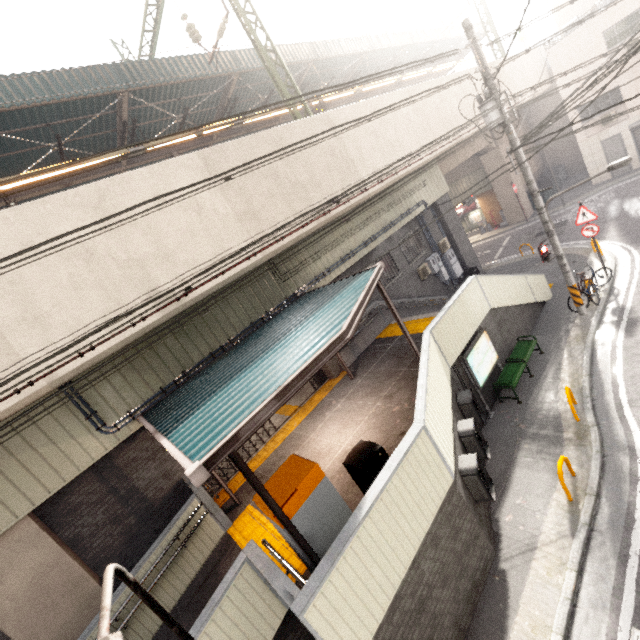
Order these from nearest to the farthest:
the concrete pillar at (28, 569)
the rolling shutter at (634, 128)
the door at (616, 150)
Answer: the concrete pillar at (28, 569) → the rolling shutter at (634, 128) → the door at (616, 150)

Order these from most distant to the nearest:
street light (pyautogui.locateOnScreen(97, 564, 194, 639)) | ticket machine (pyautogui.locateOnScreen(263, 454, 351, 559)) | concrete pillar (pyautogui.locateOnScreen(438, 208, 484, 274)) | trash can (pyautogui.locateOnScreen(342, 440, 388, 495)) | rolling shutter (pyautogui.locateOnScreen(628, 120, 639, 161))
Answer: rolling shutter (pyautogui.locateOnScreen(628, 120, 639, 161)), concrete pillar (pyautogui.locateOnScreen(438, 208, 484, 274)), trash can (pyautogui.locateOnScreen(342, 440, 388, 495)), ticket machine (pyautogui.locateOnScreen(263, 454, 351, 559)), street light (pyautogui.locateOnScreen(97, 564, 194, 639))

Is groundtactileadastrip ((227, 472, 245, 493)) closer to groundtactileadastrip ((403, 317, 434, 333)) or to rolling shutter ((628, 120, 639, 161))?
groundtactileadastrip ((403, 317, 434, 333))

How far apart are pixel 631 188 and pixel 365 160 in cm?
1765

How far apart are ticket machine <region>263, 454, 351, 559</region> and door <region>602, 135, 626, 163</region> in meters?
27.3

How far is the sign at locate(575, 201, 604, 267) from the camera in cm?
1133

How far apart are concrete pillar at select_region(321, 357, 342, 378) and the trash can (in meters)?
5.67

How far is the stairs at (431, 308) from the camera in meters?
12.5 m
